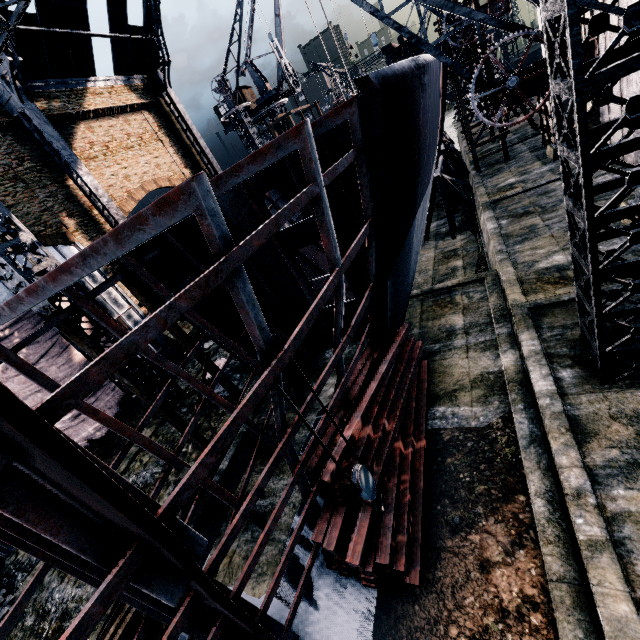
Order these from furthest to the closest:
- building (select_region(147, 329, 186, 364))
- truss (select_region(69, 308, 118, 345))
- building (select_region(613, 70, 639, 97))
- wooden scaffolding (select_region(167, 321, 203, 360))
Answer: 1. building (select_region(147, 329, 186, 364))
2. truss (select_region(69, 308, 118, 345))
3. wooden scaffolding (select_region(167, 321, 203, 360))
4. building (select_region(613, 70, 639, 97))

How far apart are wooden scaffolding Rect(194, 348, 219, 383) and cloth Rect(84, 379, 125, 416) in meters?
7.5

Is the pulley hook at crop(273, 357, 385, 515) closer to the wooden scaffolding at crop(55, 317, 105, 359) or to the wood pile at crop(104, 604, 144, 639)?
the wood pile at crop(104, 604, 144, 639)

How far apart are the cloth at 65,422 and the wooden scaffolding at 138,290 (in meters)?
7.48

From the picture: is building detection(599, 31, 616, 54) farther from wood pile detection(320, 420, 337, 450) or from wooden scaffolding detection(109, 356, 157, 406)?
wood pile detection(320, 420, 337, 450)

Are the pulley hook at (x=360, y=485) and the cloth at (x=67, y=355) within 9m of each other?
no

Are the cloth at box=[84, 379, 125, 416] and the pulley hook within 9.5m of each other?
no

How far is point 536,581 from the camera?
6.51m
